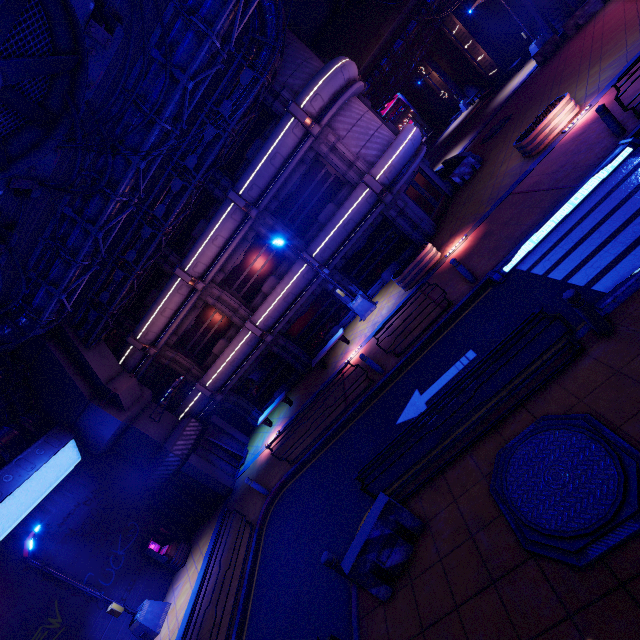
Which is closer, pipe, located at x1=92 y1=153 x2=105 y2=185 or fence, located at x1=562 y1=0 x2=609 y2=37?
pipe, located at x1=92 y1=153 x2=105 y2=185

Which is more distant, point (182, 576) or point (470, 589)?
point (182, 576)

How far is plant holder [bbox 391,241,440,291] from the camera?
14.0 meters

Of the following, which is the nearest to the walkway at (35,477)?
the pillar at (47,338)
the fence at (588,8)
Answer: the pillar at (47,338)

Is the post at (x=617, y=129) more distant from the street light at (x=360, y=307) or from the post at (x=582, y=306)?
the street light at (x=360, y=307)

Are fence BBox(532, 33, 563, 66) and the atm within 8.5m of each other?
no

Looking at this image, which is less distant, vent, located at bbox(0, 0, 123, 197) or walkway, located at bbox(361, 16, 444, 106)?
vent, located at bbox(0, 0, 123, 197)

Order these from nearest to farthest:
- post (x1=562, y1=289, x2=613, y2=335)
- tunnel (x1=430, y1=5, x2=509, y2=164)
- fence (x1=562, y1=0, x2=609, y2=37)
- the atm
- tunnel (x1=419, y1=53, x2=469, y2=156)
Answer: post (x1=562, y1=289, x2=613, y2=335) < the atm < fence (x1=562, y1=0, x2=609, y2=37) < tunnel (x1=430, y1=5, x2=509, y2=164) < tunnel (x1=419, y1=53, x2=469, y2=156)
